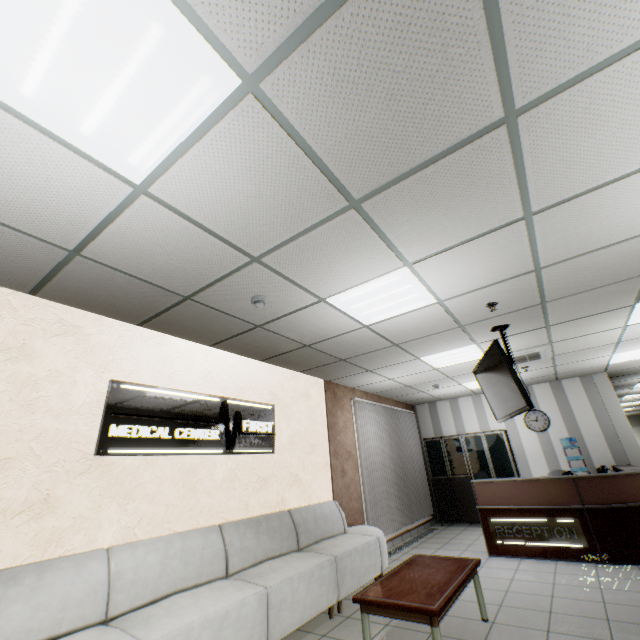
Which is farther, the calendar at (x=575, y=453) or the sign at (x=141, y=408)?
the calendar at (x=575, y=453)

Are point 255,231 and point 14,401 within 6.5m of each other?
yes

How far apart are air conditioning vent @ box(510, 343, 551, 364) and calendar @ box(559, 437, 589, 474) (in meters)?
→ 3.28

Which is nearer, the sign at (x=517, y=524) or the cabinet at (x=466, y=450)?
the sign at (x=517, y=524)

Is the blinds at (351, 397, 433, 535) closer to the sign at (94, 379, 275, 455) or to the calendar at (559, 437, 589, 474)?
the sign at (94, 379, 275, 455)

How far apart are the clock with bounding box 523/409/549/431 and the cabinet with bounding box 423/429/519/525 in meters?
0.5

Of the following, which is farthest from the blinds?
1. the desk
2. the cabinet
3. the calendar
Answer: the calendar

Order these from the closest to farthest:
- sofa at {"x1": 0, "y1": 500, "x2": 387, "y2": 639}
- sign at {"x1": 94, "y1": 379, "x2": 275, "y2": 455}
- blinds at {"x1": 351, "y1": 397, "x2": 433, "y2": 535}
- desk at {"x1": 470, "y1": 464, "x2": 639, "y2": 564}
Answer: sofa at {"x1": 0, "y1": 500, "x2": 387, "y2": 639}
sign at {"x1": 94, "y1": 379, "x2": 275, "y2": 455}
desk at {"x1": 470, "y1": 464, "x2": 639, "y2": 564}
blinds at {"x1": 351, "y1": 397, "x2": 433, "y2": 535}
